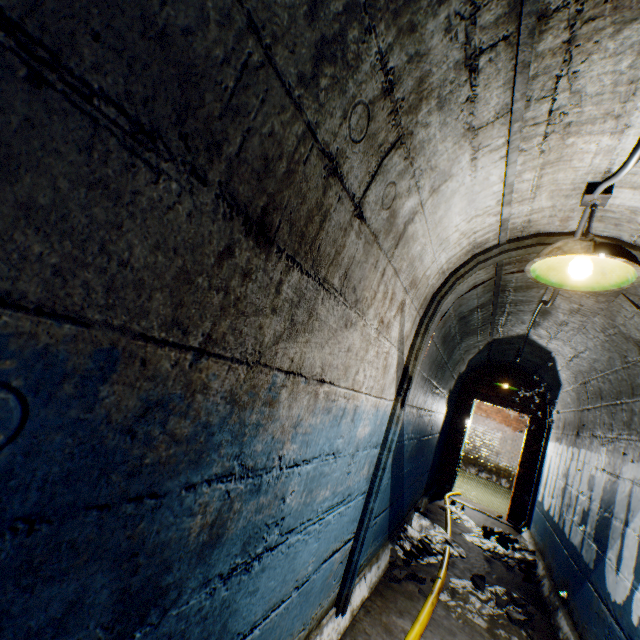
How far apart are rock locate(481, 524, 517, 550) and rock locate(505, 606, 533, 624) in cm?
225

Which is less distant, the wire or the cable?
the wire

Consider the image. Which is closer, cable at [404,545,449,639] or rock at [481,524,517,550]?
cable at [404,545,449,639]

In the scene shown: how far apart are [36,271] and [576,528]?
4.97m

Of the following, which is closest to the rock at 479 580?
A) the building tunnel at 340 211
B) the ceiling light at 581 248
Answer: the building tunnel at 340 211

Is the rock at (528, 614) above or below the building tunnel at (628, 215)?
below

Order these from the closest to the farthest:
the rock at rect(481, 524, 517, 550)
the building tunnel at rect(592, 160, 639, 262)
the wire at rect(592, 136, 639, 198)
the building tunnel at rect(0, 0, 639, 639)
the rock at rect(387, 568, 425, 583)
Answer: the building tunnel at rect(0, 0, 639, 639)
the wire at rect(592, 136, 639, 198)
the building tunnel at rect(592, 160, 639, 262)
the rock at rect(387, 568, 425, 583)
the rock at rect(481, 524, 517, 550)

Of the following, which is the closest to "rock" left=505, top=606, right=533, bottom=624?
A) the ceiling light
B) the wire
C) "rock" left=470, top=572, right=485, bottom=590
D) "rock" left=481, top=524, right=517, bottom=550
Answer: "rock" left=470, top=572, right=485, bottom=590
